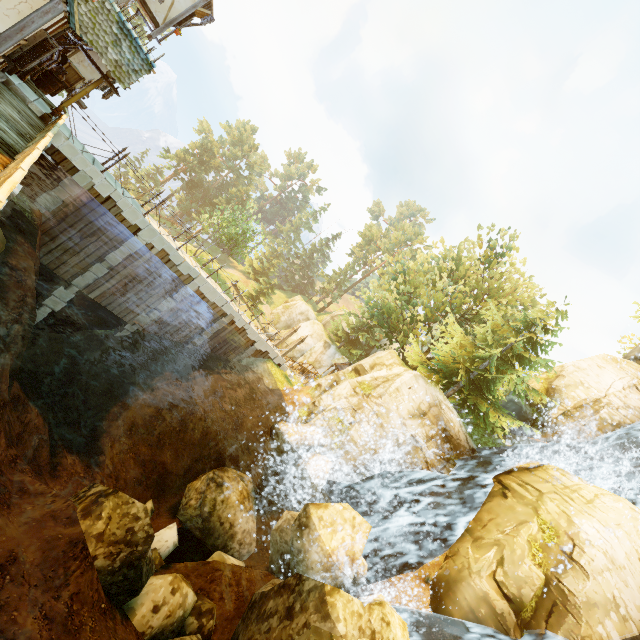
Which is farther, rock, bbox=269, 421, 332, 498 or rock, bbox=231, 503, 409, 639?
rock, bbox=269, 421, 332, 498

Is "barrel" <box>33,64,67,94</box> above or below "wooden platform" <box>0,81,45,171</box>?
above

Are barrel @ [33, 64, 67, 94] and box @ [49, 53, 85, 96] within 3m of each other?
yes

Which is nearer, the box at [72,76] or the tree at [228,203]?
the box at [72,76]

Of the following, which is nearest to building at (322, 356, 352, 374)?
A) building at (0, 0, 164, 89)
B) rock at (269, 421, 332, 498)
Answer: rock at (269, 421, 332, 498)

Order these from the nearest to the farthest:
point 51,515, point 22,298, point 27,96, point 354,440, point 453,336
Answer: point 51,515 → point 22,298 → point 27,96 → point 354,440 → point 453,336

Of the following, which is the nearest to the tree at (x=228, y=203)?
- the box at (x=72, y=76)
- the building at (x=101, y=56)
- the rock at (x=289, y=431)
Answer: the rock at (x=289, y=431)

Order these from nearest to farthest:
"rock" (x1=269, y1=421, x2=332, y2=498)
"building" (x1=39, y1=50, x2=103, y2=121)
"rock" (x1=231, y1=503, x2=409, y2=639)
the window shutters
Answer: "rock" (x1=231, y1=503, x2=409, y2=639), the window shutters, "building" (x1=39, y1=50, x2=103, y2=121), "rock" (x1=269, y1=421, x2=332, y2=498)
